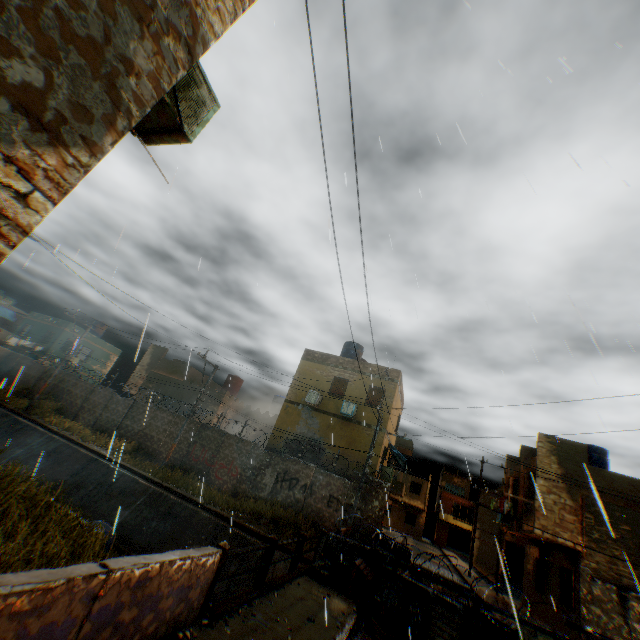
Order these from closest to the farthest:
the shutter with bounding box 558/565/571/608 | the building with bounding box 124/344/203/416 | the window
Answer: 1. the shutter with bounding box 558/565/571/608
2. the building with bounding box 124/344/203/416
3. the window

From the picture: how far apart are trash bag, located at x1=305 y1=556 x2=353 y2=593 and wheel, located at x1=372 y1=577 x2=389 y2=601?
0.6 meters

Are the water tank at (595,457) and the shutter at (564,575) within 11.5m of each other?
yes

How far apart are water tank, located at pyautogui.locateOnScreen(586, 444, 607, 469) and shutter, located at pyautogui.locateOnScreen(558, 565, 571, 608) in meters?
6.3 m

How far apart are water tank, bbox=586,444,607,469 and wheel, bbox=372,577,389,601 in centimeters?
1798cm

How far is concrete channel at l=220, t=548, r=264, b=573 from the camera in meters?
12.6

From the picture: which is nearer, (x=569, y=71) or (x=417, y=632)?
(x=569, y=71)

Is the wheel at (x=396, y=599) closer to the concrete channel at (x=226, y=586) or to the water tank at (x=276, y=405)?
the concrete channel at (x=226, y=586)
